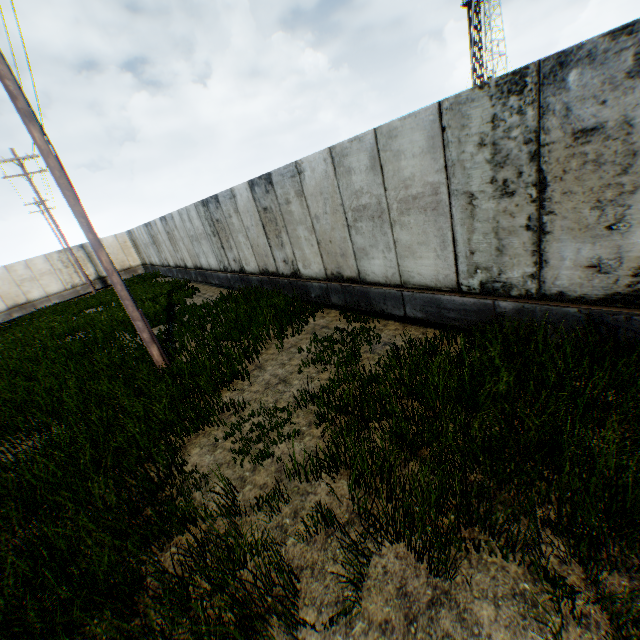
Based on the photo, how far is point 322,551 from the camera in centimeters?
315cm
